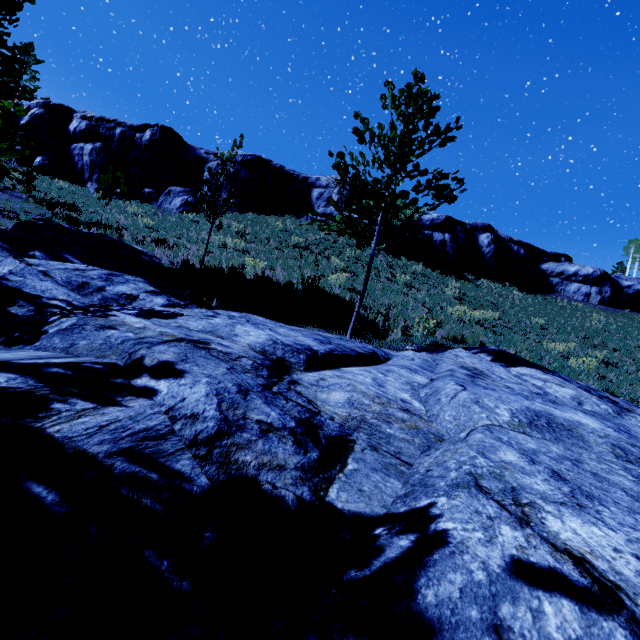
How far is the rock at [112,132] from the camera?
25.7m

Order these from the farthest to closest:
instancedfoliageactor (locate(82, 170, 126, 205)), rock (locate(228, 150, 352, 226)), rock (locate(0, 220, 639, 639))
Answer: rock (locate(228, 150, 352, 226)) → instancedfoliageactor (locate(82, 170, 126, 205)) → rock (locate(0, 220, 639, 639))

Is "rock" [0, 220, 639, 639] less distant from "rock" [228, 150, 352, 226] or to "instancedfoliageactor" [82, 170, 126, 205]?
"instancedfoliageactor" [82, 170, 126, 205]

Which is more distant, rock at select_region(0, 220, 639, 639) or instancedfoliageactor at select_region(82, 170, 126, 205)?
instancedfoliageactor at select_region(82, 170, 126, 205)

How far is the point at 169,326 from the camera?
3.14m

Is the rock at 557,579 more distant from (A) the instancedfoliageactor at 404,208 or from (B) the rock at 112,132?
(B) the rock at 112,132

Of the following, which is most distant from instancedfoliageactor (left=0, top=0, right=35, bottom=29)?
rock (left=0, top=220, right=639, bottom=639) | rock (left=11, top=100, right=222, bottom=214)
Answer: rock (left=11, top=100, right=222, bottom=214)

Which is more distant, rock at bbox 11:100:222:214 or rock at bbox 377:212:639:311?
rock at bbox 377:212:639:311
